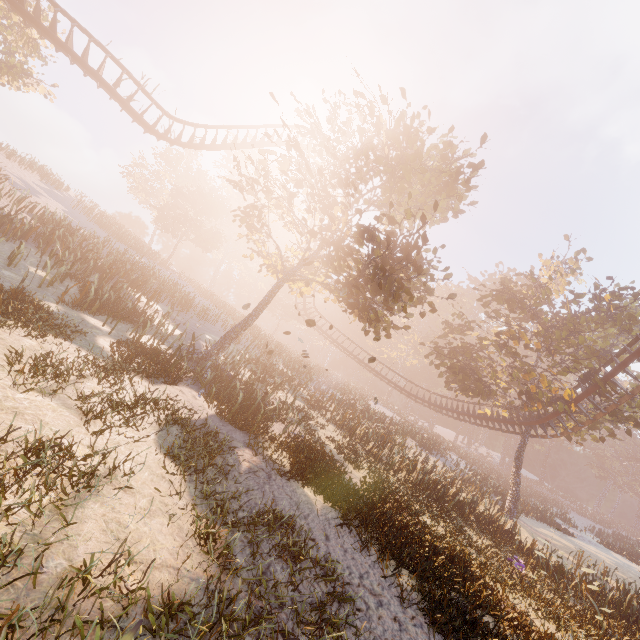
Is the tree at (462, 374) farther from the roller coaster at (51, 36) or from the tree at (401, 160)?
the tree at (401, 160)

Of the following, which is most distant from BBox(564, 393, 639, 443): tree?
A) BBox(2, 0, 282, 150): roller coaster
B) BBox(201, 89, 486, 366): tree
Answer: BBox(201, 89, 486, 366): tree

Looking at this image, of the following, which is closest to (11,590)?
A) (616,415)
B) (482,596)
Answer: (482,596)

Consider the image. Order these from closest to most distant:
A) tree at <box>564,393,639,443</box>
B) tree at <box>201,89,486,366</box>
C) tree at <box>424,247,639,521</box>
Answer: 1. tree at <box>201,89,486,366</box>
2. tree at <box>564,393,639,443</box>
3. tree at <box>424,247,639,521</box>

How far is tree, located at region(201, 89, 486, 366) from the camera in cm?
1212

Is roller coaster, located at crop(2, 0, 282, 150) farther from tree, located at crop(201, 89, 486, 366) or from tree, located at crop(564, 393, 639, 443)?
tree, located at crop(201, 89, 486, 366)
